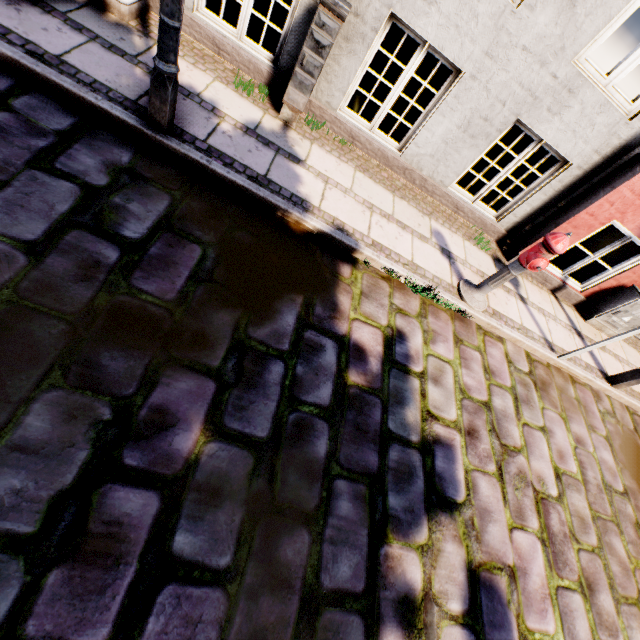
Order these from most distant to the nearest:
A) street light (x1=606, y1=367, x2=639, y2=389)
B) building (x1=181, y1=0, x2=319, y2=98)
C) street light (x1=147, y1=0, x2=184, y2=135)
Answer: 1. street light (x1=606, y1=367, x2=639, y2=389)
2. building (x1=181, y1=0, x2=319, y2=98)
3. street light (x1=147, y1=0, x2=184, y2=135)

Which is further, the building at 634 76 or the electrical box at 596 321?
the electrical box at 596 321

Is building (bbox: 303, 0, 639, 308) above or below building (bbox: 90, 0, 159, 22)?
above

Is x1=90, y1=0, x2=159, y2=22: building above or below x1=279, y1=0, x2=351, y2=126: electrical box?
below

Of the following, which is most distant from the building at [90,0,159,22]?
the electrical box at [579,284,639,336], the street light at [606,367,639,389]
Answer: the street light at [606,367,639,389]

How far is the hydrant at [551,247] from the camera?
3.3m

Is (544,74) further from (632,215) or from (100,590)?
(100,590)

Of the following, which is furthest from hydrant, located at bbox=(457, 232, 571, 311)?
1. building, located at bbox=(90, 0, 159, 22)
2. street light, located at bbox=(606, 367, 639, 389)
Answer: street light, located at bbox=(606, 367, 639, 389)
